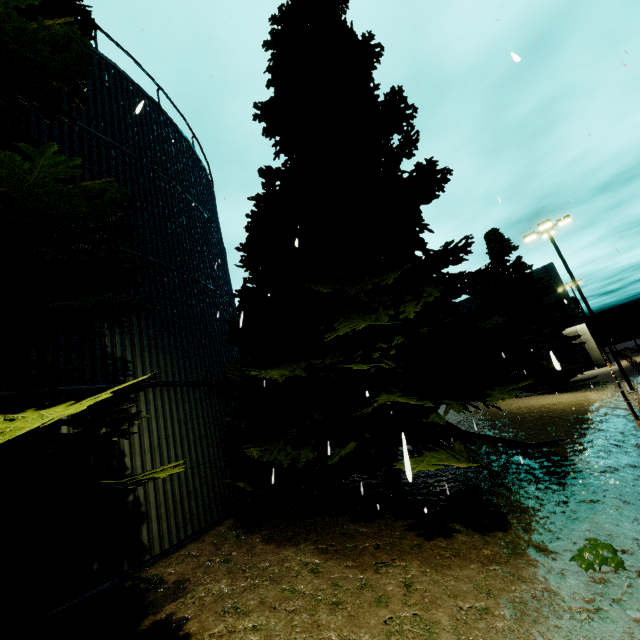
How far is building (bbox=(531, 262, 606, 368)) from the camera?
37.2 meters

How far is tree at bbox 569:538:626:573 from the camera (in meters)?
3.74

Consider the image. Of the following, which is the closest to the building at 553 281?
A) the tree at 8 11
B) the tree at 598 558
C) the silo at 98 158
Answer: the silo at 98 158

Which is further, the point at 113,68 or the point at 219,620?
the point at 113,68

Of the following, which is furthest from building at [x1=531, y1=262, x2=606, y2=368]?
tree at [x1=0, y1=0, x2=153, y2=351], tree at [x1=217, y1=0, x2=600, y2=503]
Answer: tree at [x1=0, y1=0, x2=153, y2=351]

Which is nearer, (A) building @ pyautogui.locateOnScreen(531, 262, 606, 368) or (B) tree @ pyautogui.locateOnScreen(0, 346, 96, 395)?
(B) tree @ pyautogui.locateOnScreen(0, 346, 96, 395)

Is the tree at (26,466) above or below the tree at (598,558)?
above

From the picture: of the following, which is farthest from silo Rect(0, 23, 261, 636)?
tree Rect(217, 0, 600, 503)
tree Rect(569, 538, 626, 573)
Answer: tree Rect(569, 538, 626, 573)
